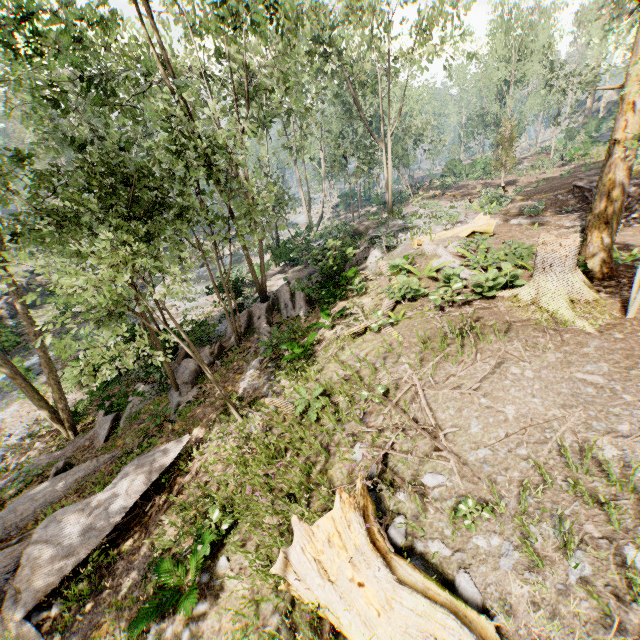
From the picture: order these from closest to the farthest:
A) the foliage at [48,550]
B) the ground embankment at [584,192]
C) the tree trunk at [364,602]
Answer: the tree trunk at [364,602]
the foliage at [48,550]
the ground embankment at [584,192]

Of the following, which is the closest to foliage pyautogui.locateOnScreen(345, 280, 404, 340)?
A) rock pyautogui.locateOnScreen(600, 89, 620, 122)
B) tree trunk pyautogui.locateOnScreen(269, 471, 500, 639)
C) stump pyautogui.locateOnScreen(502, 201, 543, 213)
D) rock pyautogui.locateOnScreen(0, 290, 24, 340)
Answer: rock pyautogui.locateOnScreen(0, 290, 24, 340)

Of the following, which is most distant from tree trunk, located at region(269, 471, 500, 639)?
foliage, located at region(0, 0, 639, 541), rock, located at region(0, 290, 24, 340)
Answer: rock, located at region(0, 290, 24, 340)

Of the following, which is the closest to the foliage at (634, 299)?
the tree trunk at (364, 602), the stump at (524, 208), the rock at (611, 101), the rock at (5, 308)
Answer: the rock at (5, 308)

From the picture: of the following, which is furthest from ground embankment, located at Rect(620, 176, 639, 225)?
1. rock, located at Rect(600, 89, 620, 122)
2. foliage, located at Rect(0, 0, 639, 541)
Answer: rock, located at Rect(600, 89, 620, 122)

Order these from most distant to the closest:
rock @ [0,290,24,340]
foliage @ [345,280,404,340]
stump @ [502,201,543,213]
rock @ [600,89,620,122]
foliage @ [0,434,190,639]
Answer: rock @ [600,89,620,122]
rock @ [0,290,24,340]
stump @ [502,201,543,213]
foliage @ [345,280,404,340]
foliage @ [0,434,190,639]

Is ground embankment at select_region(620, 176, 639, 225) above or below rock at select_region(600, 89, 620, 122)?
below

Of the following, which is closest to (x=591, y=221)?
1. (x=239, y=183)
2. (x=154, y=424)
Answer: (x=154, y=424)
